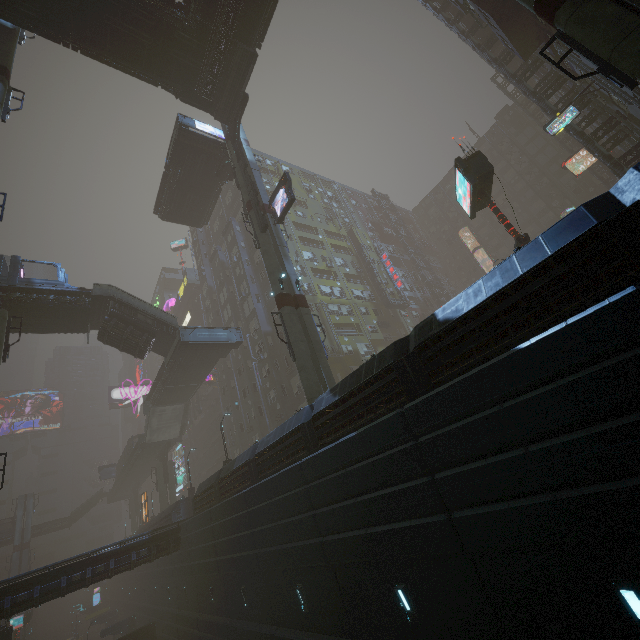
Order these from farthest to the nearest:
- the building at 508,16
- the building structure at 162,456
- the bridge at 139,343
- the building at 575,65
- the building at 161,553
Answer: the building structure at 162,456 < the bridge at 139,343 < the building at 508,16 < the building at 575,65 < the building at 161,553

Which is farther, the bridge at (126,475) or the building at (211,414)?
the bridge at (126,475)

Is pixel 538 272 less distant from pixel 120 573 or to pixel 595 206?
pixel 595 206

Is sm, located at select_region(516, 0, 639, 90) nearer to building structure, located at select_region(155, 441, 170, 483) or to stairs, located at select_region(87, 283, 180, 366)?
building structure, located at select_region(155, 441, 170, 483)

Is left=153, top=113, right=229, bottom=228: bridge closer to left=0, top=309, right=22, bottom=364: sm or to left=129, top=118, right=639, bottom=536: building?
left=0, top=309, right=22, bottom=364: sm

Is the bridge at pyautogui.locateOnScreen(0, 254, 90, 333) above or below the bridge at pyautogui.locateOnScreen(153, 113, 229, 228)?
below

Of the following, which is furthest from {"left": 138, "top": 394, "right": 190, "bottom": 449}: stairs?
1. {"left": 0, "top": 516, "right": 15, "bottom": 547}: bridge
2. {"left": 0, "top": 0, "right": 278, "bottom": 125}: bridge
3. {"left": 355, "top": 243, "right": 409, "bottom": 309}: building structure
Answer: {"left": 0, "top": 516, "right": 15, "bottom": 547}: bridge

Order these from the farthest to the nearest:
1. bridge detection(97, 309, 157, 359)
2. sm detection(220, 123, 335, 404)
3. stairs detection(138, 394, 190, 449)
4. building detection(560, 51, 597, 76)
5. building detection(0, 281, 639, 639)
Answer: stairs detection(138, 394, 190, 449) → bridge detection(97, 309, 157, 359) → building detection(560, 51, 597, 76) → sm detection(220, 123, 335, 404) → building detection(0, 281, 639, 639)
